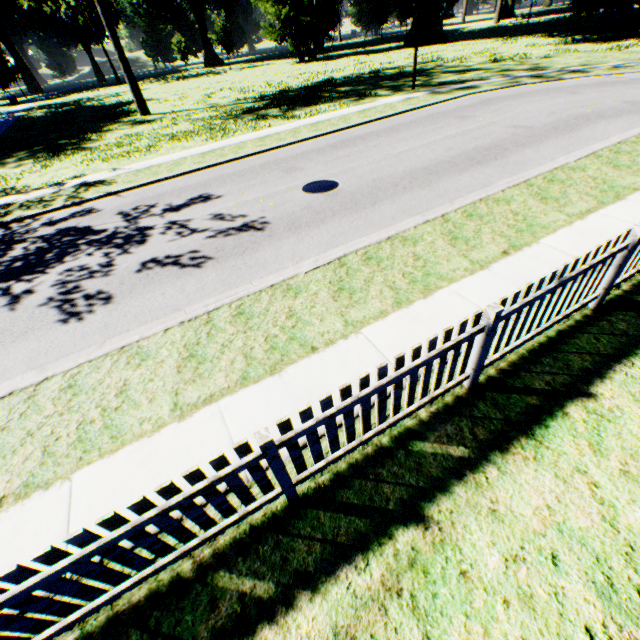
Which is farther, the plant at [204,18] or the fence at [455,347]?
the plant at [204,18]

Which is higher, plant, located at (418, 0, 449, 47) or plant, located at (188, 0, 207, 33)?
plant, located at (188, 0, 207, 33)

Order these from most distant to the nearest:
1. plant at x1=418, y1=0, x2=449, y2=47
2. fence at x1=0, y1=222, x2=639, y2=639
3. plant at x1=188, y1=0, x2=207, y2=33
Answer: plant at x1=188, y1=0, x2=207, y2=33 < plant at x1=418, y1=0, x2=449, y2=47 < fence at x1=0, y1=222, x2=639, y2=639

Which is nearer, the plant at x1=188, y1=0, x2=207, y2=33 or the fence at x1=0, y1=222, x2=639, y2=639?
the fence at x1=0, y1=222, x2=639, y2=639

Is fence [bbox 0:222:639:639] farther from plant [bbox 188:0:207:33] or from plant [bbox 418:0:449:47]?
plant [bbox 188:0:207:33]

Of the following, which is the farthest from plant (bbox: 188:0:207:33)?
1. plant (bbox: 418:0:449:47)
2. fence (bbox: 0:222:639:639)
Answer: fence (bbox: 0:222:639:639)

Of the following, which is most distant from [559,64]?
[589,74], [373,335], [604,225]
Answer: [373,335]

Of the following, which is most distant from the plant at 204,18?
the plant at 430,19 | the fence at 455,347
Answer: the fence at 455,347
